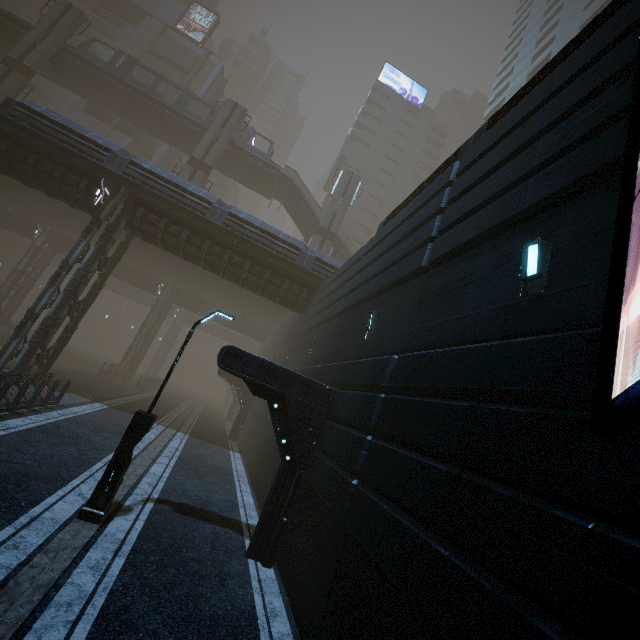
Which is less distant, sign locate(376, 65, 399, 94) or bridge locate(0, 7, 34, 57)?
bridge locate(0, 7, 34, 57)

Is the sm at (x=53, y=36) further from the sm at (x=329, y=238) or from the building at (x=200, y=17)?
the sm at (x=329, y=238)

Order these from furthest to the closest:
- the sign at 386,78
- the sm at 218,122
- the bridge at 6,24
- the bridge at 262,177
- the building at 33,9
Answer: the sign at 386,78 < the building at 33,9 < the bridge at 262,177 < the sm at 218,122 < the bridge at 6,24

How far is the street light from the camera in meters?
7.2

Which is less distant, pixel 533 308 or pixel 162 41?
pixel 533 308

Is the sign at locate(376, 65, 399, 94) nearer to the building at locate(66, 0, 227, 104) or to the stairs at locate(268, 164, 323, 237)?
the building at locate(66, 0, 227, 104)

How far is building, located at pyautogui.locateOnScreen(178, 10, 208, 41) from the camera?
51.3m

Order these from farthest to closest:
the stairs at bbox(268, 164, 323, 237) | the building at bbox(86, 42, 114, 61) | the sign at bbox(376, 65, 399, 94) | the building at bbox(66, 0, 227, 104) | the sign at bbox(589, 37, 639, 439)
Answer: the sign at bbox(376, 65, 399, 94)
the building at bbox(86, 42, 114, 61)
the building at bbox(66, 0, 227, 104)
the stairs at bbox(268, 164, 323, 237)
the sign at bbox(589, 37, 639, 439)
